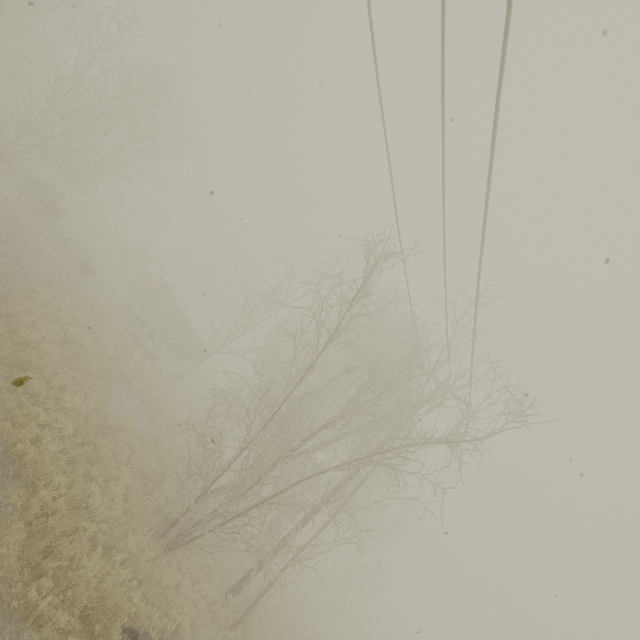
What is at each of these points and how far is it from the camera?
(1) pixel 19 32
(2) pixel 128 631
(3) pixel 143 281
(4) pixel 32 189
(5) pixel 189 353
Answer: (1) tree, 22.5 meters
(2) rubber tire, 6.9 meters
(3) truck, 26.6 meters
(4) dresser, 17.7 meters
(5) truck, 24.9 meters

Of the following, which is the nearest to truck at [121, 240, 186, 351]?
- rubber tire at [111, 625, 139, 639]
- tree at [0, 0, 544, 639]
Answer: tree at [0, 0, 544, 639]

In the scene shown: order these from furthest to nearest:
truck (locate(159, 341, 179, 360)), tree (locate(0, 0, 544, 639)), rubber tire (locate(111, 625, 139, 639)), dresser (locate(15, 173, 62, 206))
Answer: truck (locate(159, 341, 179, 360)) → dresser (locate(15, 173, 62, 206)) → tree (locate(0, 0, 544, 639)) → rubber tire (locate(111, 625, 139, 639))

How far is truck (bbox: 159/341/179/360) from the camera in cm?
2389

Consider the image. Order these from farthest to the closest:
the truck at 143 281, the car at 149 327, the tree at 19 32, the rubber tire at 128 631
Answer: the truck at 143 281 < the car at 149 327 < the tree at 19 32 < the rubber tire at 128 631

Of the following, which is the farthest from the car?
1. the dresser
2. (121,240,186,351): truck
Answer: the dresser

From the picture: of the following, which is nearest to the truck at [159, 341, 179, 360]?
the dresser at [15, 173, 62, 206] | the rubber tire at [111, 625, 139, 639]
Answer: the dresser at [15, 173, 62, 206]

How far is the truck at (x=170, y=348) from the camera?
23.9 meters
